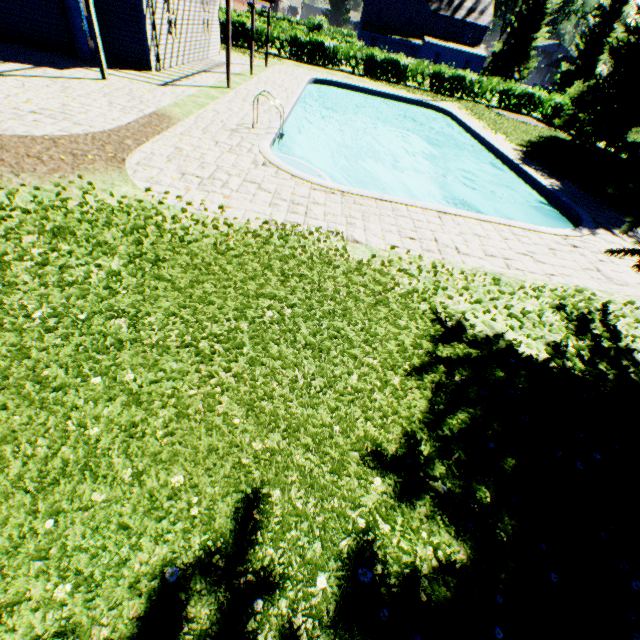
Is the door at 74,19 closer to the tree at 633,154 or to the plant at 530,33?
the plant at 530,33

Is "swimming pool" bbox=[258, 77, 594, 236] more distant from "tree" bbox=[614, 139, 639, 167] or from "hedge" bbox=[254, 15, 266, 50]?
"hedge" bbox=[254, 15, 266, 50]

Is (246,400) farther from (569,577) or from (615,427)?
→ (615,427)

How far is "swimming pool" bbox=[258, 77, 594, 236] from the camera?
8.4m

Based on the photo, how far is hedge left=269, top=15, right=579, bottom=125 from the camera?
26.8m

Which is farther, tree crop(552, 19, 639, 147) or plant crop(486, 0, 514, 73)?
plant crop(486, 0, 514, 73)

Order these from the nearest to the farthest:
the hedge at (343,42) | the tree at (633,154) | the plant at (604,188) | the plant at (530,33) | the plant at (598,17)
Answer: A:
the plant at (604,188)
the tree at (633,154)
the hedge at (343,42)
the plant at (530,33)
the plant at (598,17)
